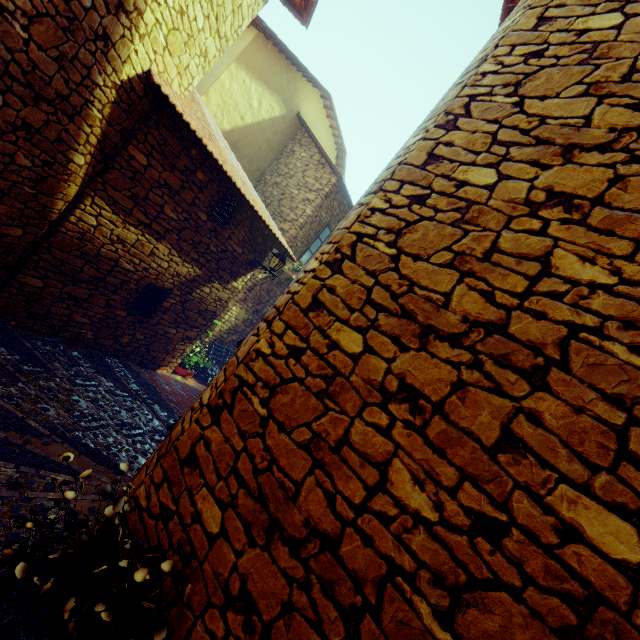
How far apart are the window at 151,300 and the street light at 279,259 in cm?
217

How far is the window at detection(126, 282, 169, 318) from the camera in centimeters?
637cm

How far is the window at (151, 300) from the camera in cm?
637

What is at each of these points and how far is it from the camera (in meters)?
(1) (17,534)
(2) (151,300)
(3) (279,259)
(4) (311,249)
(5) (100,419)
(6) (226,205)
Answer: (1) stair, 2.14
(2) window, 6.70
(3) street light, 7.93
(4) window, 10.87
(5) stair, 4.45
(6) window, 6.67

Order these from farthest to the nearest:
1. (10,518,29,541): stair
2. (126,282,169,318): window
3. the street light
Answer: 1. the street light
2. (126,282,169,318): window
3. (10,518,29,541): stair

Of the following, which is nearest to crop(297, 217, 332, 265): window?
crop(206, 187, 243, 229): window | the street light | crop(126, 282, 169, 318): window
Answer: the street light

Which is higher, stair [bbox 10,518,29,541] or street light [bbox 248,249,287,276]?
street light [bbox 248,249,287,276]

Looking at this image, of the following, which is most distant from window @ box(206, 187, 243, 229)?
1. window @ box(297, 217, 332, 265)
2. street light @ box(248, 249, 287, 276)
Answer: window @ box(297, 217, 332, 265)
